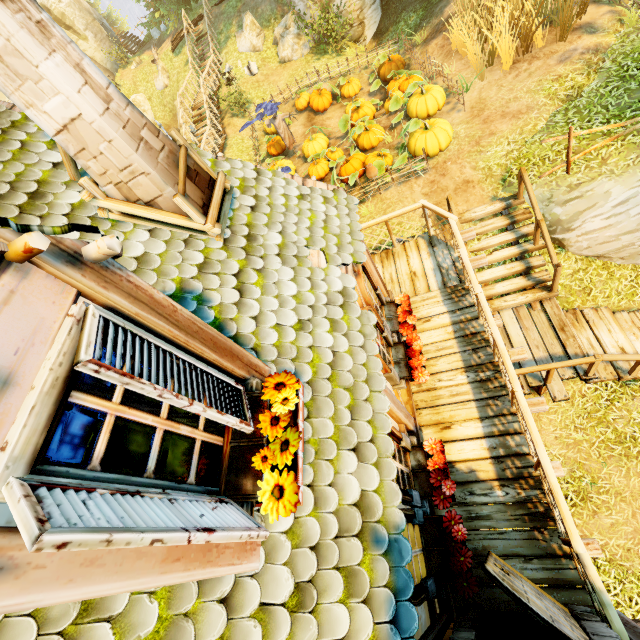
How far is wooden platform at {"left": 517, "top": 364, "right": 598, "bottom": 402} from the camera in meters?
6.7

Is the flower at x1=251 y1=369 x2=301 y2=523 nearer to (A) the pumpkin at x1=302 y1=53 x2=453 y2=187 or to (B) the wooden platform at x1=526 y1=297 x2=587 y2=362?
(B) the wooden platform at x1=526 y1=297 x2=587 y2=362

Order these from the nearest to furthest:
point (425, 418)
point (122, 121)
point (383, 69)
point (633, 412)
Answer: point (122, 121), point (425, 418), point (633, 412), point (383, 69)

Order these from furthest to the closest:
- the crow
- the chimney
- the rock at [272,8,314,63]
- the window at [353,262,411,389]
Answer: the rock at [272,8,314,63] < the crow < the window at [353,262,411,389] < the chimney

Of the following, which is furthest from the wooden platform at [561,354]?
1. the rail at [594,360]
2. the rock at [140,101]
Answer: the rock at [140,101]

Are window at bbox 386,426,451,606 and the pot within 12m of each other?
yes

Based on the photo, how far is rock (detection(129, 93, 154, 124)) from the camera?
23.8 meters

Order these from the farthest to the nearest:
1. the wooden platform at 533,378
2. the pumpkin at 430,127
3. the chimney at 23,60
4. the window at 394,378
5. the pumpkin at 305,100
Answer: the pumpkin at 305,100 < the pumpkin at 430,127 < the wooden platform at 533,378 < the window at 394,378 < the chimney at 23,60
